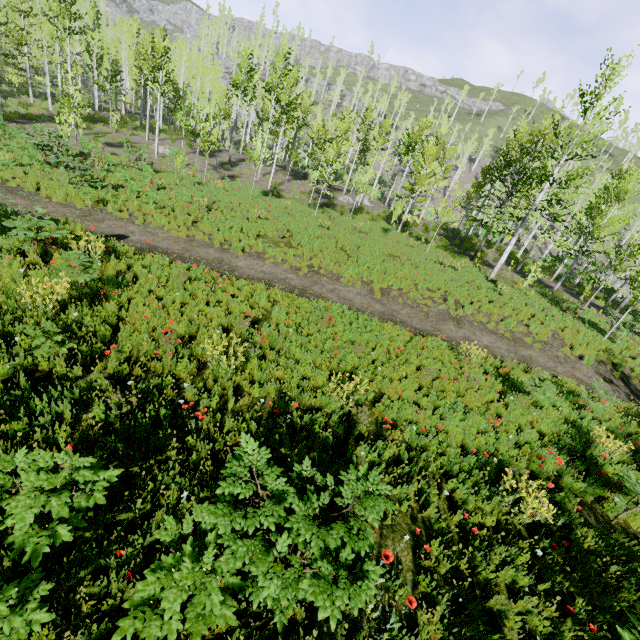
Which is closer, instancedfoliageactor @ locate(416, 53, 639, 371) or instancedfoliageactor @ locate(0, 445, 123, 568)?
instancedfoliageactor @ locate(0, 445, 123, 568)

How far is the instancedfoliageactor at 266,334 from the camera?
6.1 meters

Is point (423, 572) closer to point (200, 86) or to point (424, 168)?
Answer: point (424, 168)

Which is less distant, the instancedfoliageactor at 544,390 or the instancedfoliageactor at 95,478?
the instancedfoliageactor at 95,478

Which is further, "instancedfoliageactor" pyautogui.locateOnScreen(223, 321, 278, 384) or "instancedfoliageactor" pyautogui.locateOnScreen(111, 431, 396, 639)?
"instancedfoliageactor" pyautogui.locateOnScreen(223, 321, 278, 384)

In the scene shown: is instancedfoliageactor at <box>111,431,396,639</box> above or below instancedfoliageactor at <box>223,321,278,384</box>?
above

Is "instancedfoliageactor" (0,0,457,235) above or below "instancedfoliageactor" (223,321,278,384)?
above
